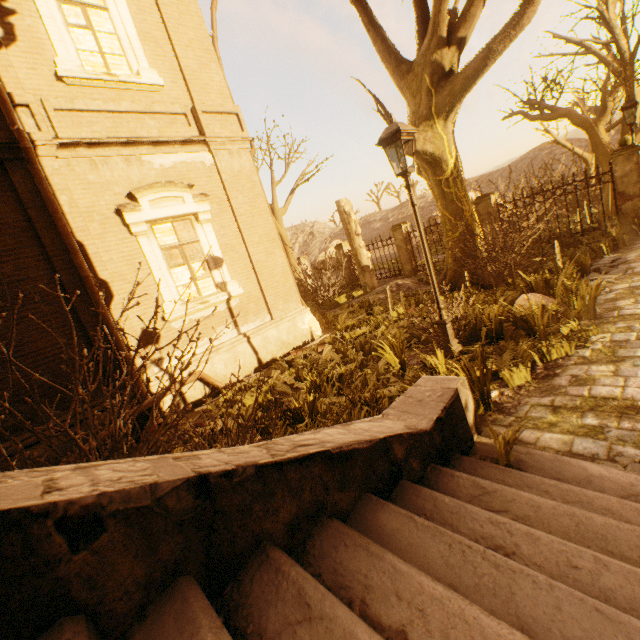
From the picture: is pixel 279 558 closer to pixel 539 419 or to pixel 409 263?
pixel 539 419

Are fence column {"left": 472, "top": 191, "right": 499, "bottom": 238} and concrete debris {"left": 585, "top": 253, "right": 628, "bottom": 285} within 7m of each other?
yes

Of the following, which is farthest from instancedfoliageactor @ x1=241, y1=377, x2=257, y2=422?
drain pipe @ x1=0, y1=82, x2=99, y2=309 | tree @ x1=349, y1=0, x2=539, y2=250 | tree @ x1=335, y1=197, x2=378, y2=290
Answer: tree @ x1=335, y1=197, x2=378, y2=290

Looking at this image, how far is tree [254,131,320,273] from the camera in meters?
16.6

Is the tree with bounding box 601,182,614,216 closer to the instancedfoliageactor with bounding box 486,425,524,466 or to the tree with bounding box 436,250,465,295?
the tree with bounding box 436,250,465,295

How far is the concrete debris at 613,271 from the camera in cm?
696

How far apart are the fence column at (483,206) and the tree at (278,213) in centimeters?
860cm

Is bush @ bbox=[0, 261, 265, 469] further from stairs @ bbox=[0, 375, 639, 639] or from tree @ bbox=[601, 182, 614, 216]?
tree @ bbox=[601, 182, 614, 216]
